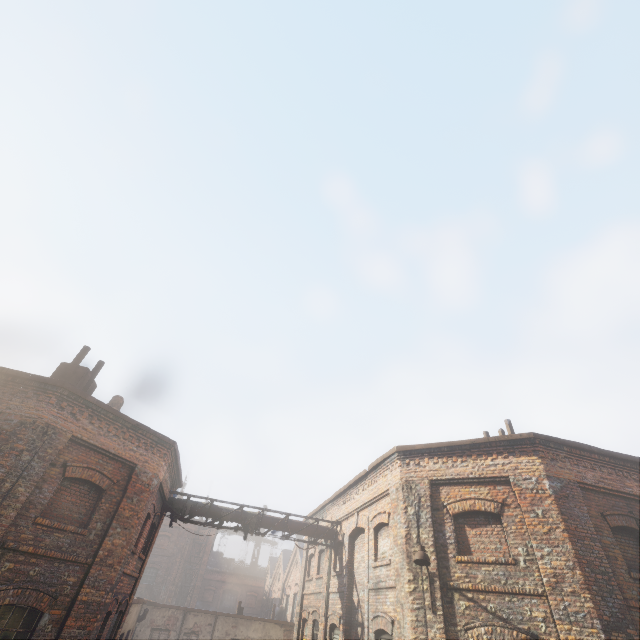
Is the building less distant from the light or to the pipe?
the pipe

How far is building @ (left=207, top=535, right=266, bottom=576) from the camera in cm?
4712

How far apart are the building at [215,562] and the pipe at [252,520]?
43.2m

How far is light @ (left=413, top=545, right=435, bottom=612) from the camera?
8.09m

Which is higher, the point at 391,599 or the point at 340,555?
the point at 340,555

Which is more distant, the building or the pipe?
the building

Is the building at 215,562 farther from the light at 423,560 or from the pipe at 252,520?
the light at 423,560

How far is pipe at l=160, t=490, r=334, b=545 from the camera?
13.91m
